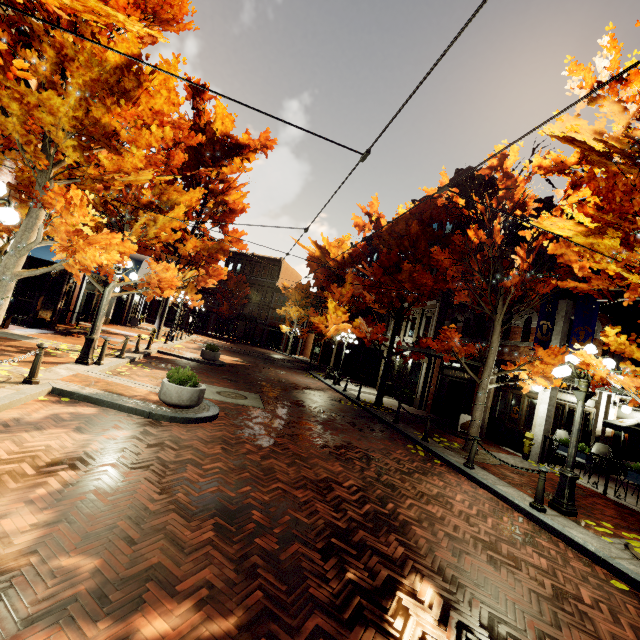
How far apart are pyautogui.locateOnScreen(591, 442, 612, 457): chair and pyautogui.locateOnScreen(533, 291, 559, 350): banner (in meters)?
3.73

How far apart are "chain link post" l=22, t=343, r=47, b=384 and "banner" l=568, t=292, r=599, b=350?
15.3 meters

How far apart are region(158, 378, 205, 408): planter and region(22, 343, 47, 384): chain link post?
2.4 meters

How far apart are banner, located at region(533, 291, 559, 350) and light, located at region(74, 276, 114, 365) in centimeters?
1358cm

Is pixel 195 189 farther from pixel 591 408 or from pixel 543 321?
pixel 591 408

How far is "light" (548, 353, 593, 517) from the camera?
6.8 meters

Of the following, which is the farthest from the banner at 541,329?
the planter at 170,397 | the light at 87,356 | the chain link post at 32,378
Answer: the chain link post at 32,378

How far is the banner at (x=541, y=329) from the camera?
11.5m
